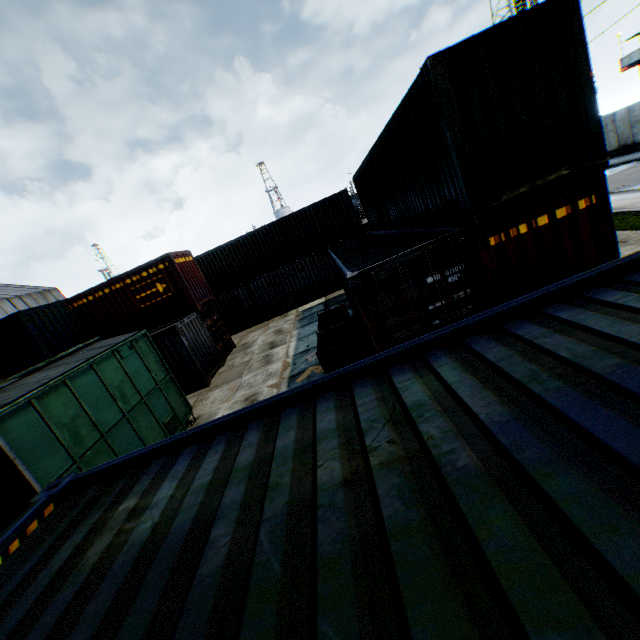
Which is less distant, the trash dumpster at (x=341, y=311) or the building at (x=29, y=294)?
the trash dumpster at (x=341, y=311)

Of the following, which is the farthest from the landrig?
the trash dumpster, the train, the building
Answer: the building

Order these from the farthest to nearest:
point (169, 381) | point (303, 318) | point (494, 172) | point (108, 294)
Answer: point (303, 318) → point (108, 294) → point (169, 381) → point (494, 172)

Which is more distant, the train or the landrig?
the landrig

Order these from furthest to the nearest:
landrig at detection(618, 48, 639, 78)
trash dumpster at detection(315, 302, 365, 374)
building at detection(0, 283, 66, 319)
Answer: building at detection(0, 283, 66, 319) < landrig at detection(618, 48, 639, 78) < trash dumpster at detection(315, 302, 365, 374)

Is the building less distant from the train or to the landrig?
the train

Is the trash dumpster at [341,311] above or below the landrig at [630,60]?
below
